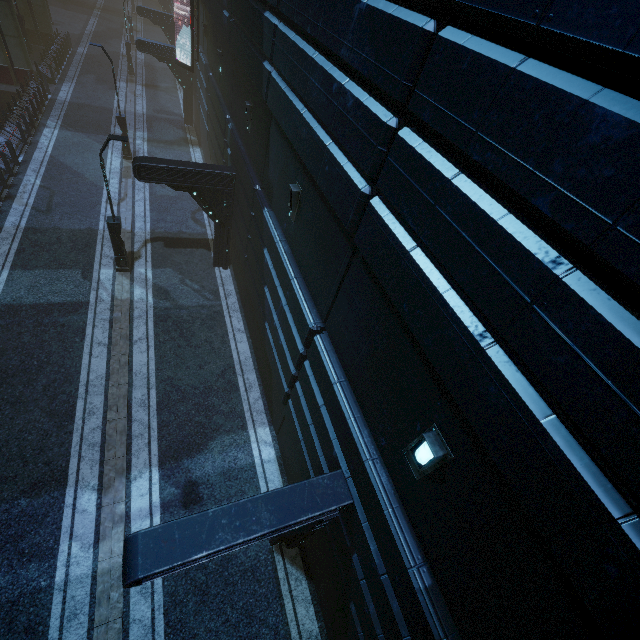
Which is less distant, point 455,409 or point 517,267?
point 517,267

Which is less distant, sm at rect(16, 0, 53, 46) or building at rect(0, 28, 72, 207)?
building at rect(0, 28, 72, 207)

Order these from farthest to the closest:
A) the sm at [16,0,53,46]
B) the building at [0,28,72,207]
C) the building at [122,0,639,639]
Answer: the sm at [16,0,53,46] < the building at [0,28,72,207] < the building at [122,0,639,639]

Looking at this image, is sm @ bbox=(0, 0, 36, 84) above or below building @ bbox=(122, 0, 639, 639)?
below

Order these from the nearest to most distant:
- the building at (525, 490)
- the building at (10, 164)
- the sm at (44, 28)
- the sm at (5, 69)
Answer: the building at (525, 490) → the building at (10, 164) → the sm at (5, 69) → the sm at (44, 28)

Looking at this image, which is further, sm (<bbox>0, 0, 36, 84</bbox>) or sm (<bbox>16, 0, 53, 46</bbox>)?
sm (<bbox>16, 0, 53, 46</bbox>)

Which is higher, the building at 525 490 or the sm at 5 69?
the building at 525 490
